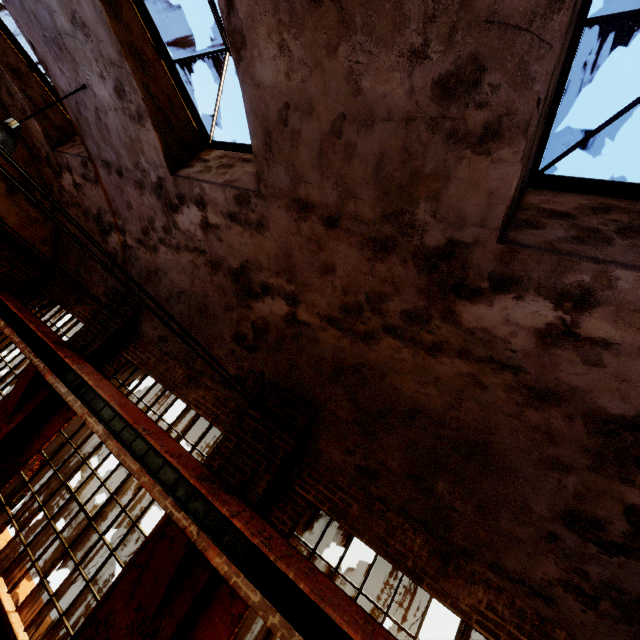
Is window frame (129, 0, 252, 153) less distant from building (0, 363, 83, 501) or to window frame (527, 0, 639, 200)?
building (0, 363, 83, 501)

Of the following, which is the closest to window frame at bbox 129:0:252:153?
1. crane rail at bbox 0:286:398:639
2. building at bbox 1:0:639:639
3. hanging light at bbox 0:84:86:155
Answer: building at bbox 1:0:639:639

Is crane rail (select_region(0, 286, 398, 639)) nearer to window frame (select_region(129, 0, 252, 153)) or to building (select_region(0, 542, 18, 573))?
building (select_region(0, 542, 18, 573))

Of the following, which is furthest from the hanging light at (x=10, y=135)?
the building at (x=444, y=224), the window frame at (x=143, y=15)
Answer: the window frame at (x=143, y=15)

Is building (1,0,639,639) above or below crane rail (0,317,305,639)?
above

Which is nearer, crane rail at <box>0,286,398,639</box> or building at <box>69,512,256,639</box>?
crane rail at <box>0,286,398,639</box>

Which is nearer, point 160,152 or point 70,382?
point 160,152

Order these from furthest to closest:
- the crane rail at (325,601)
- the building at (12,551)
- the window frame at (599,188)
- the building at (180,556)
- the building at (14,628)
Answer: the building at (12,551) → the building at (14,628) → the building at (180,556) → the crane rail at (325,601) → the window frame at (599,188)
